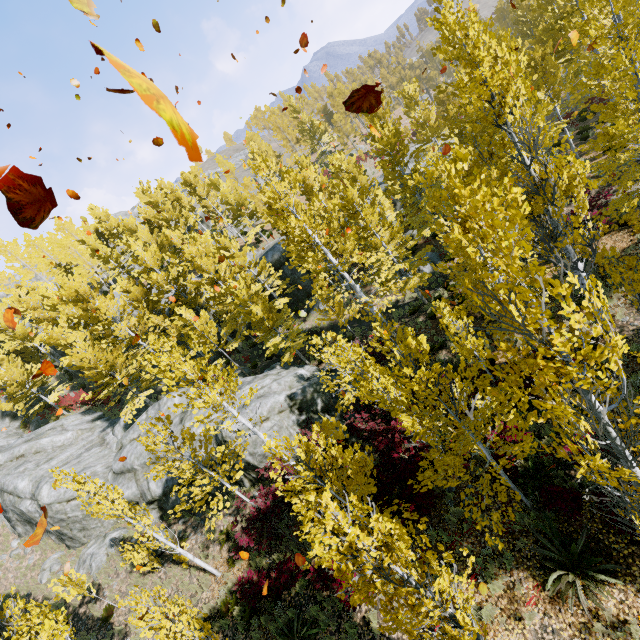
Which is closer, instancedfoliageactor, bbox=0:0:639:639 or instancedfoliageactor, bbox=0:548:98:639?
instancedfoliageactor, bbox=0:0:639:639

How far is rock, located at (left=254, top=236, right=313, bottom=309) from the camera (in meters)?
27.25

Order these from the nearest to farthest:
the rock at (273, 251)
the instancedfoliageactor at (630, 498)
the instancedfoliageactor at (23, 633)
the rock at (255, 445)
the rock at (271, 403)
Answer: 1. the instancedfoliageactor at (630, 498)
2. the instancedfoliageactor at (23, 633)
3. the rock at (255, 445)
4. the rock at (271, 403)
5. the rock at (273, 251)

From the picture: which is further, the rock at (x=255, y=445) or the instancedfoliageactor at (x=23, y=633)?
the rock at (x=255, y=445)

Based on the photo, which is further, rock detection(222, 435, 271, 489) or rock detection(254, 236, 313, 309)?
rock detection(254, 236, 313, 309)

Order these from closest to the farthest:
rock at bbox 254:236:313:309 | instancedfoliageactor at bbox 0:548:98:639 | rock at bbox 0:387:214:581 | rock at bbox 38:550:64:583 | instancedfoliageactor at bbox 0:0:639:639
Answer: instancedfoliageactor at bbox 0:0:639:639, instancedfoliageactor at bbox 0:548:98:639, rock at bbox 0:387:214:581, rock at bbox 38:550:64:583, rock at bbox 254:236:313:309

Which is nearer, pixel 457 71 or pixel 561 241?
pixel 457 71
